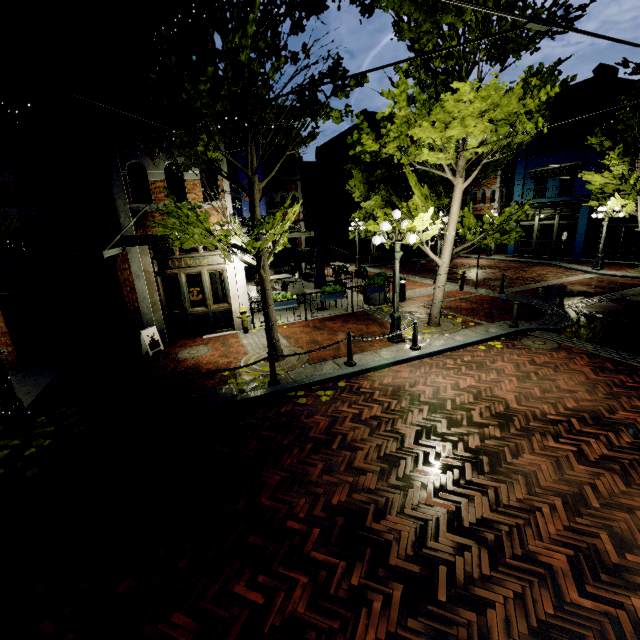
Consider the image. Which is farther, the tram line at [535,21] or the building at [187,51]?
the building at [187,51]

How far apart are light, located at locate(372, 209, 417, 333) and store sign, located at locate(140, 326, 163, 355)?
7.0m

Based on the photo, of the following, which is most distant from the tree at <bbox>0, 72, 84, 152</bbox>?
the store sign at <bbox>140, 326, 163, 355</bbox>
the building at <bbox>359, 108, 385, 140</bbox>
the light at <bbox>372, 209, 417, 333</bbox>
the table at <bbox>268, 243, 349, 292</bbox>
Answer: the building at <bbox>359, 108, 385, 140</bbox>

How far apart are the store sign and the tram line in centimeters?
1015cm

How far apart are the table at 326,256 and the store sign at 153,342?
7.1m

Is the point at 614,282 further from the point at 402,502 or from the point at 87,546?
the point at 87,546

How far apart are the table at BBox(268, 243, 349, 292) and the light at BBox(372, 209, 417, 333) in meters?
5.8
